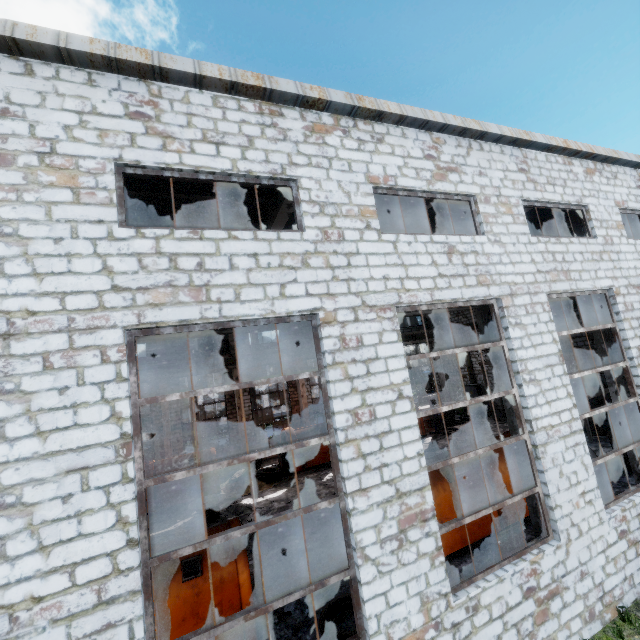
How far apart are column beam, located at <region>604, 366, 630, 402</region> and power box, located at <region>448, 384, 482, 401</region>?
15.4m

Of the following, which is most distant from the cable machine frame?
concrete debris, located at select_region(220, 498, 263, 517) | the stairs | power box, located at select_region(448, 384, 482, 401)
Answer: concrete debris, located at select_region(220, 498, 263, 517)

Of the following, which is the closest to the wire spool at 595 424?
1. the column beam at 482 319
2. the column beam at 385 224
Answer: the column beam at 482 319

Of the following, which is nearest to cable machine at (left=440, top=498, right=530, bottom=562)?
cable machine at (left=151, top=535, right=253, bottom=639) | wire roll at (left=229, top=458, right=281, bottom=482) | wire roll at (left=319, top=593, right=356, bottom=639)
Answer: wire roll at (left=319, top=593, right=356, bottom=639)

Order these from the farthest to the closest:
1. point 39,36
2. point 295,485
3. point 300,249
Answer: point 295,485, point 300,249, point 39,36

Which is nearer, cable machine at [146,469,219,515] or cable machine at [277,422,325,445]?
cable machine at [146,469,219,515]

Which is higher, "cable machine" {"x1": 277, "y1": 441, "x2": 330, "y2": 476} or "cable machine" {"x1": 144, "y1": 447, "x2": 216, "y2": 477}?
"cable machine" {"x1": 144, "y1": 447, "x2": 216, "y2": 477}

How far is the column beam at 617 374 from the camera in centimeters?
943cm
